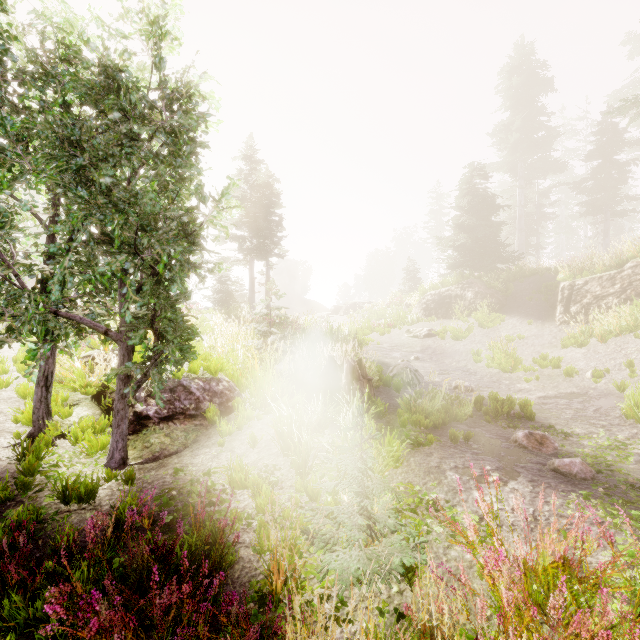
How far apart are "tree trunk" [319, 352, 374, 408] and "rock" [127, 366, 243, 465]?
1.69m

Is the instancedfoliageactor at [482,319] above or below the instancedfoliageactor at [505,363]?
above

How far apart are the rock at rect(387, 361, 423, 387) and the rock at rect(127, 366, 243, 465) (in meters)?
4.80

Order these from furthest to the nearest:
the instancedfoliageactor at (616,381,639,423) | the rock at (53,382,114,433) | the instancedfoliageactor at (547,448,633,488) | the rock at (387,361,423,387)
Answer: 1. the rock at (387,361,423,387)
2. the instancedfoliageactor at (616,381,639,423)
3. the rock at (53,382,114,433)
4. the instancedfoliageactor at (547,448,633,488)

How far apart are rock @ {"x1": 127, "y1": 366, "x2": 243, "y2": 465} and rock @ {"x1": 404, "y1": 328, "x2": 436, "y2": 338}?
12.3 meters

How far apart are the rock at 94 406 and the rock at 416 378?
4.8 meters

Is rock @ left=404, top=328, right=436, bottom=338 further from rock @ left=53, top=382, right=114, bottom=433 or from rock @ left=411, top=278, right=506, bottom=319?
rock @ left=53, top=382, right=114, bottom=433

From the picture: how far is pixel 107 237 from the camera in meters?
4.9
